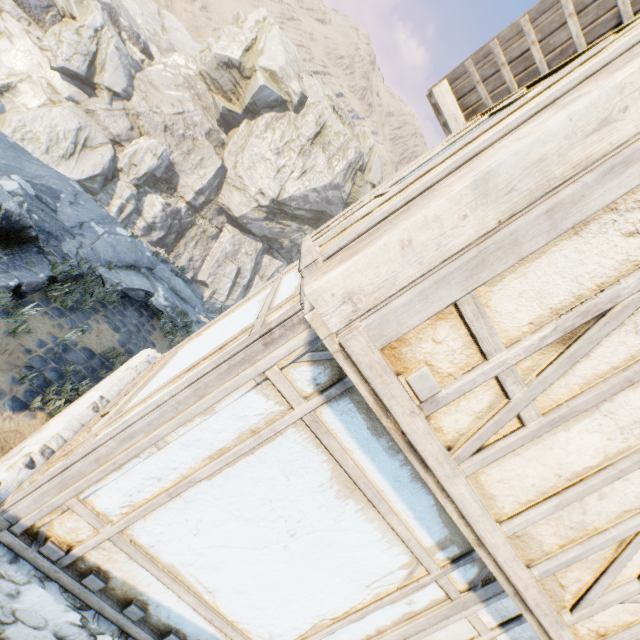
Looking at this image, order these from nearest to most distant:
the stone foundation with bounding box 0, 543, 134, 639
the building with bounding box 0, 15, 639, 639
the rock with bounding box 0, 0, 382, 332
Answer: the building with bounding box 0, 15, 639, 639
the stone foundation with bounding box 0, 543, 134, 639
the rock with bounding box 0, 0, 382, 332

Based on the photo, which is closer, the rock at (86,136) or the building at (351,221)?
the building at (351,221)

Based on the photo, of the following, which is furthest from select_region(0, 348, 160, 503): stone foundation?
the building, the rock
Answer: the rock

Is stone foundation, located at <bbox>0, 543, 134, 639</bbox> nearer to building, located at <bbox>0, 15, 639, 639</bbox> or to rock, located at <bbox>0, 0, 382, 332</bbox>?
building, located at <bbox>0, 15, 639, 639</bbox>

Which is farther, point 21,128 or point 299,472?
point 21,128

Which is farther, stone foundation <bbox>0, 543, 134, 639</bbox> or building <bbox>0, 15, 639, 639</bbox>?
stone foundation <bbox>0, 543, 134, 639</bbox>

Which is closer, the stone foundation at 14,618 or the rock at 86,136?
the stone foundation at 14,618
